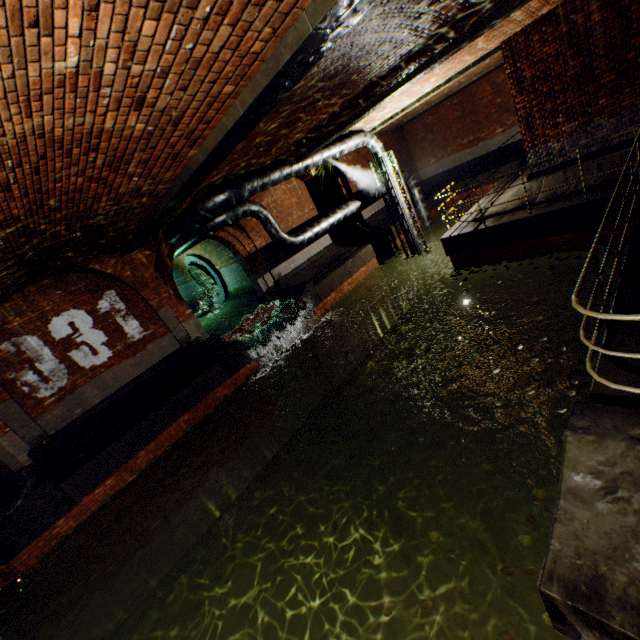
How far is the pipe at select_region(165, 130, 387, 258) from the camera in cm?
921

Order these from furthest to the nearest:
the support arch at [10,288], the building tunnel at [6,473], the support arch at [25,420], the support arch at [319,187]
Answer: the support arch at [319,187]
the building tunnel at [6,473]
the support arch at [25,420]
the support arch at [10,288]

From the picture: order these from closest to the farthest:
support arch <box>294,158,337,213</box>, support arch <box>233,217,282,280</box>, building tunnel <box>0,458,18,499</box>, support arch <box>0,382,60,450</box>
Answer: support arch <box>0,382,60,450</box>
building tunnel <box>0,458,18,499</box>
support arch <box>233,217,282,280</box>
support arch <box>294,158,337,213</box>

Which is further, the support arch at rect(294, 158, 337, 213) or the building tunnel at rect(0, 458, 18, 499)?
the support arch at rect(294, 158, 337, 213)

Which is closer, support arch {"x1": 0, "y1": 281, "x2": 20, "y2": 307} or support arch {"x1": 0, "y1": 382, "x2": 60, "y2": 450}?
support arch {"x1": 0, "y1": 281, "x2": 20, "y2": 307}

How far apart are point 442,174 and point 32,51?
23.6m

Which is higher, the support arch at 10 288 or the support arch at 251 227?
the support arch at 10 288

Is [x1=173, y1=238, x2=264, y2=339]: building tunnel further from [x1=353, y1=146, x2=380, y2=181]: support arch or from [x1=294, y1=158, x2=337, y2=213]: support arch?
[x1=353, y1=146, x2=380, y2=181]: support arch
